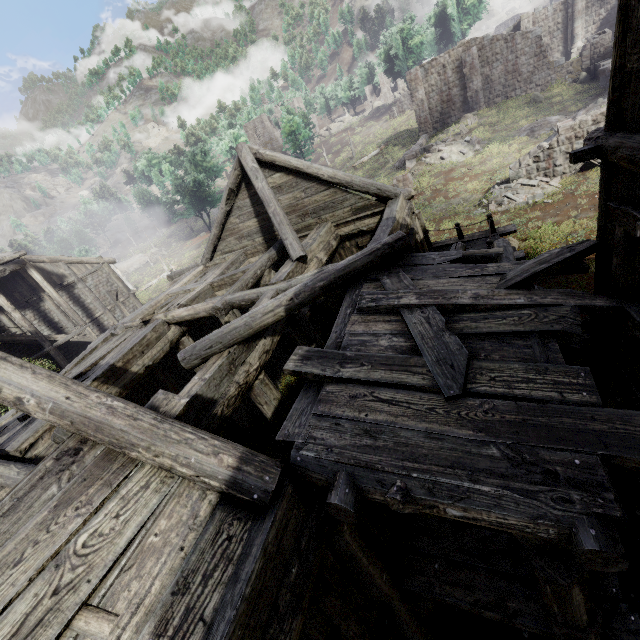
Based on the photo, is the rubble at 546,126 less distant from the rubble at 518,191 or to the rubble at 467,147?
the rubble at 467,147

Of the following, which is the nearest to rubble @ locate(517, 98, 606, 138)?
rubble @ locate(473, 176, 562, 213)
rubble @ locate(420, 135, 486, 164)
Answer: rubble @ locate(420, 135, 486, 164)

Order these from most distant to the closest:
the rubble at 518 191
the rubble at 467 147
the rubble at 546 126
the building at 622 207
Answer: the rubble at 467 147 → the rubble at 546 126 → the rubble at 518 191 → the building at 622 207

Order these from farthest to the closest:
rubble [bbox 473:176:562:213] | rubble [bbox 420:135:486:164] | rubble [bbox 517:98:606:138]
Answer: rubble [bbox 420:135:486:164]
rubble [bbox 517:98:606:138]
rubble [bbox 473:176:562:213]

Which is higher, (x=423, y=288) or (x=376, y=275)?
(x=376, y=275)

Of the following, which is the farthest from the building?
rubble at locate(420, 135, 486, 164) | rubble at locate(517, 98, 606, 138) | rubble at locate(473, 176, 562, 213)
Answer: rubble at locate(420, 135, 486, 164)
